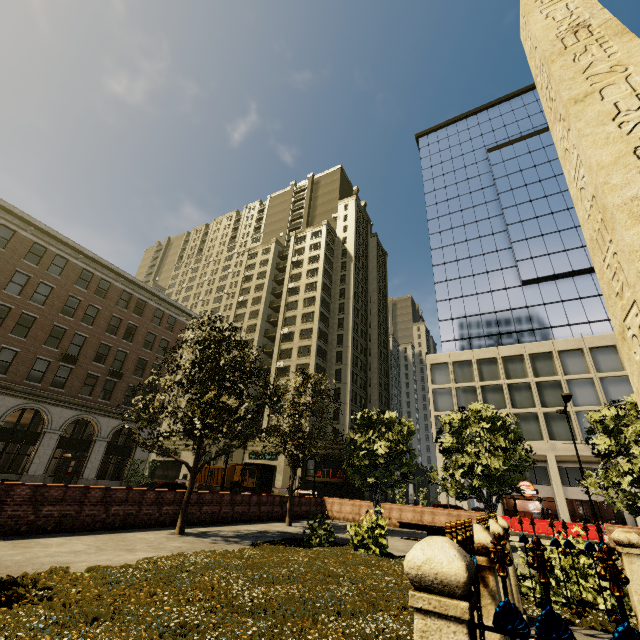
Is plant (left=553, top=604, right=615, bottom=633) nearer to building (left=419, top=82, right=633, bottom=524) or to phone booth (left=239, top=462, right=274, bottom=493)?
phone booth (left=239, top=462, right=274, bottom=493)

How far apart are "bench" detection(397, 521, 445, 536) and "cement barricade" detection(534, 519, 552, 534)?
19.0 meters

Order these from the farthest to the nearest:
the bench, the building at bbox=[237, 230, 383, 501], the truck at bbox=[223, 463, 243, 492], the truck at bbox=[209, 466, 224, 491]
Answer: the building at bbox=[237, 230, 383, 501] → the truck at bbox=[209, 466, 224, 491] → the truck at bbox=[223, 463, 243, 492] → the bench

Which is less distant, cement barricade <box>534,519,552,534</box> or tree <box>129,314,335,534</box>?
tree <box>129,314,335,534</box>

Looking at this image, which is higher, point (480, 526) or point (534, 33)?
point (534, 33)

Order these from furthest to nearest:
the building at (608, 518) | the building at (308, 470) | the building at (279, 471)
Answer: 1. the building at (279, 471)
2. the building at (308, 470)
3. the building at (608, 518)

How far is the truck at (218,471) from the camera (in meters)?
33.98

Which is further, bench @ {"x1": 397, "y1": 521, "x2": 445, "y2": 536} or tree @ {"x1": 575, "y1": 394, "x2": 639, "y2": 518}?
tree @ {"x1": 575, "y1": 394, "x2": 639, "y2": 518}
